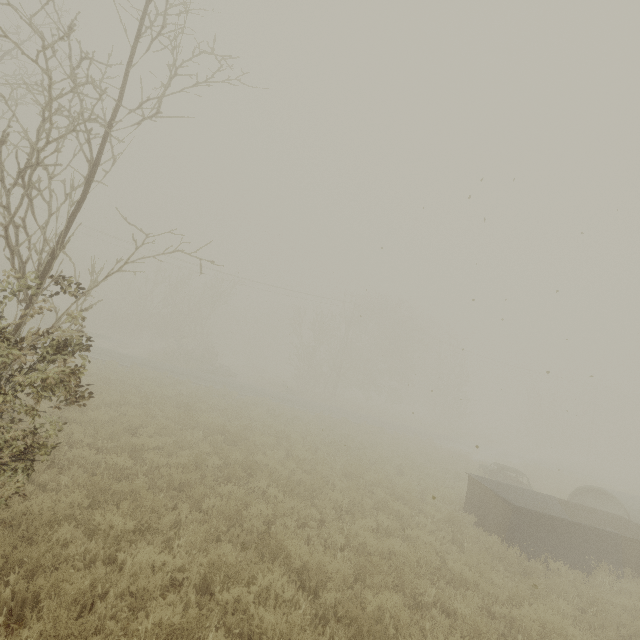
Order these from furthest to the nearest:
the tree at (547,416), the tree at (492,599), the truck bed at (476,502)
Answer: the tree at (547,416) → the truck bed at (476,502) → the tree at (492,599)

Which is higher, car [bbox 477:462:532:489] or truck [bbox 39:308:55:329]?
truck [bbox 39:308:55:329]

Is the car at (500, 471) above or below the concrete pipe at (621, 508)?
below

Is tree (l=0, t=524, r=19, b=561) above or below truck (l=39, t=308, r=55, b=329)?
below

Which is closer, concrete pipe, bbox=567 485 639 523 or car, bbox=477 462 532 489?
concrete pipe, bbox=567 485 639 523

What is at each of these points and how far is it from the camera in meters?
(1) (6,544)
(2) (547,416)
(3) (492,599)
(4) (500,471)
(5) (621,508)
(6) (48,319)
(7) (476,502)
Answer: (1) tree, 4.1
(2) tree, 45.3
(3) tree, 6.3
(4) car, 16.2
(5) concrete pipe, 15.4
(6) truck, 29.7
(7) truck bed, 11.1

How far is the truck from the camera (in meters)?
29.48

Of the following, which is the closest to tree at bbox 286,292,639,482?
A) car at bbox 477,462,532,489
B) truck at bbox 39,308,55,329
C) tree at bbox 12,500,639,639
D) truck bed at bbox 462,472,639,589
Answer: car at bbox 477,462,532,489
